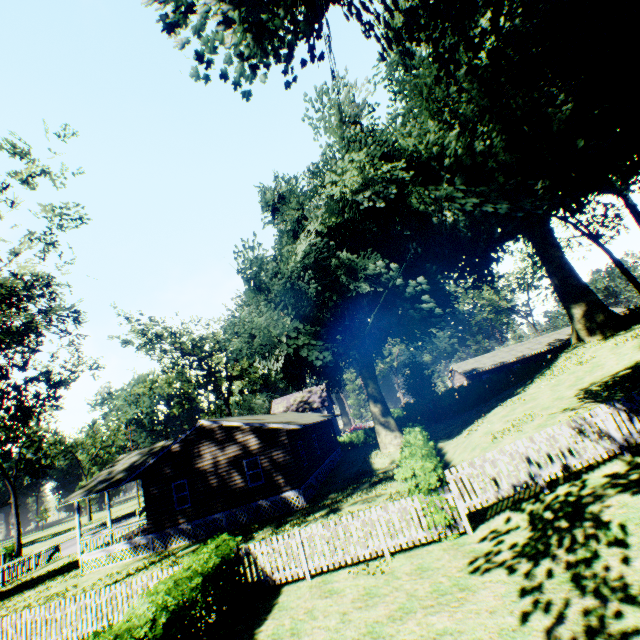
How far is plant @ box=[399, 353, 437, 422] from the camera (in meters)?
Result: 40.50

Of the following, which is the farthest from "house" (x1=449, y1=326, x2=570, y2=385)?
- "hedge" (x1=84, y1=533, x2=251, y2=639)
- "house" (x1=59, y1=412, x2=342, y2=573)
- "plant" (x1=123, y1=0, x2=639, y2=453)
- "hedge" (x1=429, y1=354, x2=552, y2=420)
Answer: "hedge" (x1=84, y1=533, x2=251, y2=639)

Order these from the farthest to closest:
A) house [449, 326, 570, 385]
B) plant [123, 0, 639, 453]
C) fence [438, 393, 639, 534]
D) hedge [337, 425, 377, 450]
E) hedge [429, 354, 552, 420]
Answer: house [449, 326, 570, 385] → hedge [337, 425, 377, 450] → hedge [429, 354, 552, 420] → fence [438, 393, 639, 534] → plant [123, 0, 639, 453]

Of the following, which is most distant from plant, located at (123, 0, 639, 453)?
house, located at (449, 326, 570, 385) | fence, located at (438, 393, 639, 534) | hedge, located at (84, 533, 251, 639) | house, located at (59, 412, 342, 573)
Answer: house, located at (449, 326, 570, 385)

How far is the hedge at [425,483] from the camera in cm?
956

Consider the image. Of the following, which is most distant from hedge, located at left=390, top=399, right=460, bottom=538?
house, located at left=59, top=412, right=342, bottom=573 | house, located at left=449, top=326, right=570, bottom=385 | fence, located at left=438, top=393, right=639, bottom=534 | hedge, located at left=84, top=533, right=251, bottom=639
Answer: A: house, located at left=449, top=326, right=570, bottom=385

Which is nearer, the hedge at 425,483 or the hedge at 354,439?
the hedge at 425,483

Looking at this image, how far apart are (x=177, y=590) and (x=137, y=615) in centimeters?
102cm
